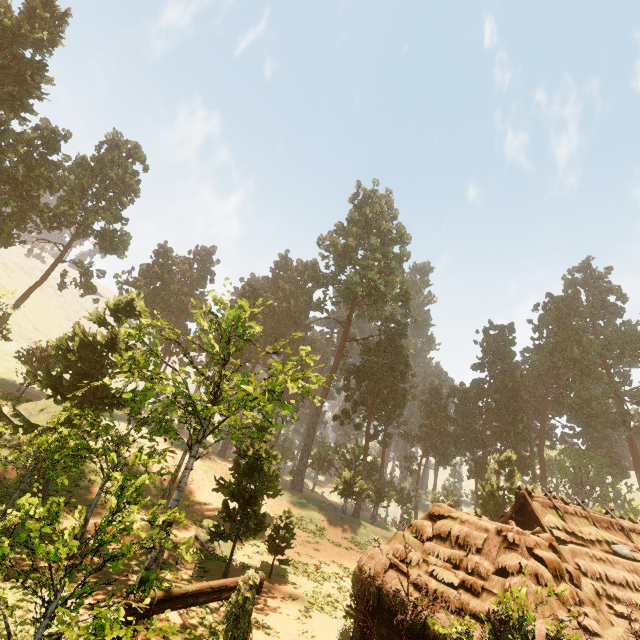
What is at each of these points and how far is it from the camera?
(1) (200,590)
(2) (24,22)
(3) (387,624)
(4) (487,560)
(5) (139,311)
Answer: (1) fence arch, 7.35m
(2) treerock, 26.56m
(3) building, 10.59m
(4) building, 10.10m
(5) treerock, 23.98m

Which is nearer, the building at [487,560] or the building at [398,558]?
the building at [487,560]

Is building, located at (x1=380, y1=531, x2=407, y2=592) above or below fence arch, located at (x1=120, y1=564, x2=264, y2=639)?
above

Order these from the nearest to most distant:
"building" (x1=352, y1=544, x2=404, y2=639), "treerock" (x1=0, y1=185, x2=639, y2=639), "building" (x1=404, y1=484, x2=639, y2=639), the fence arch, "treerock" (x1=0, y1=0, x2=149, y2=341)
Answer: the fence arch → "treerock" (x1=0, y1=185, x2=639, y2=639) → "building" (x1=404, y1=484, x2=639, y2=639) → "building" (x1=352, y1=544, x2=404, y2=639) → "treerock" (x1=0, y1=0, x2=149, y2=341)

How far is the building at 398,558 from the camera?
10.7 meters

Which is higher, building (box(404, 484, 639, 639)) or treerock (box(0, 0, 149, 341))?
treerock (box(0, 0, 149, 341))

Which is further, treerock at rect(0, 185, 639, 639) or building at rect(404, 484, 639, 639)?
building at rect(404, 484, 639, 639)

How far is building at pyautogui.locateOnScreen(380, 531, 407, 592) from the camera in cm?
1066
